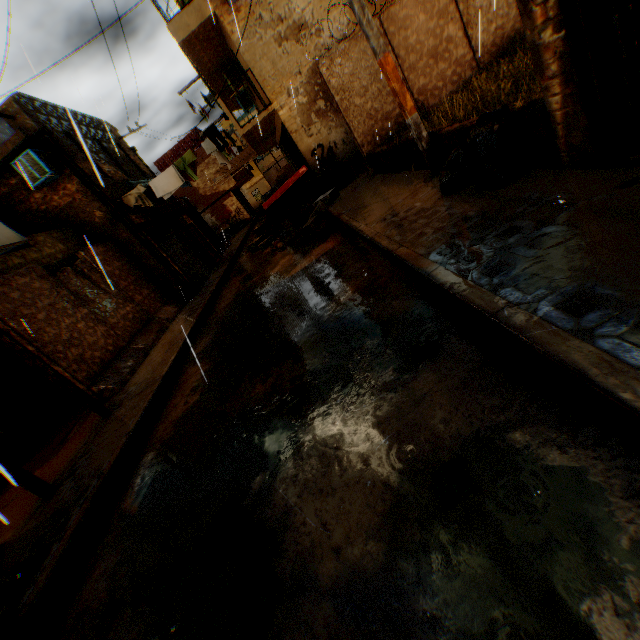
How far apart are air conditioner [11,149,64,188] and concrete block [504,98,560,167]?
3.7m

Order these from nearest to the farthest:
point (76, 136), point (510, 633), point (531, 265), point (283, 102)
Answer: point (510, 633), point (531, 265), point (283, 102), point (76, 136)

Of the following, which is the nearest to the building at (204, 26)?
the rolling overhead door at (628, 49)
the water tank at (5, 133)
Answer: the rolling overhead door at (628, 49)

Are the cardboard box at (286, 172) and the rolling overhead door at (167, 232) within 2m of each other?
yes

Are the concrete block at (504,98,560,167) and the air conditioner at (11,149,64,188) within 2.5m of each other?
no

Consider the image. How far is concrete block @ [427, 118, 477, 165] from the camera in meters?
4.7

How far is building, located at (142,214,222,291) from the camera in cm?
1256

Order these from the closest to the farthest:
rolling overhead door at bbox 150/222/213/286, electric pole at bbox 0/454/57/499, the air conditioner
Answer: electric pole at bbox 0/454/57/499
the air conditioner
rolling overhead door at bbox 150/222/213/286
